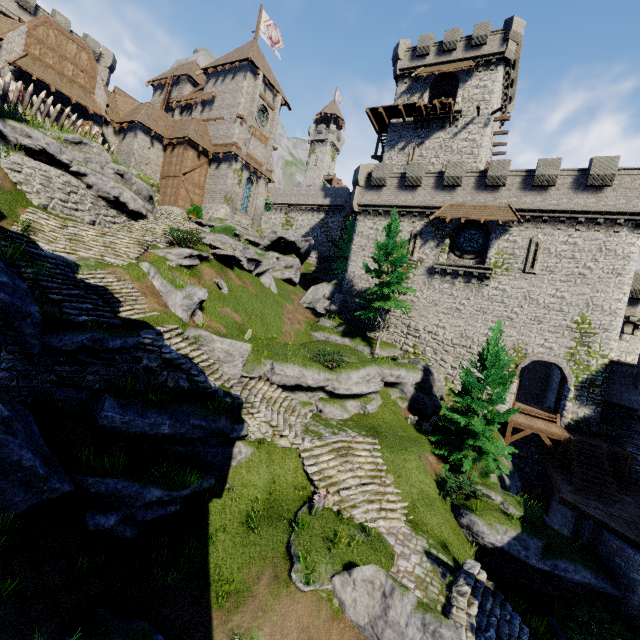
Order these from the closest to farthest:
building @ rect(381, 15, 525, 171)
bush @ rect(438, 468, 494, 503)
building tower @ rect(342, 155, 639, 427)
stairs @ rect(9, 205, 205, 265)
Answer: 1. bush @ rect(438, 468, 494, 503)
2. stairs @ rect(9, 205, 205, 265)
3. building tower @ rect(342, 155, 639, 427)
4. building @ rect(381, 15, 525, 171)

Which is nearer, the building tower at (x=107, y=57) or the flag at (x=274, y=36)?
the building tower at (x=107, y=57)

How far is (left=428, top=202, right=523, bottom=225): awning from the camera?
22.7 meters

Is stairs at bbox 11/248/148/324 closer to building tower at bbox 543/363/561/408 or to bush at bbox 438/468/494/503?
bush at bbox 438/468/494/503

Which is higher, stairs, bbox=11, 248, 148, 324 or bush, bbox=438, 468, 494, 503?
stairs, bbox=11, 248, 148, 324

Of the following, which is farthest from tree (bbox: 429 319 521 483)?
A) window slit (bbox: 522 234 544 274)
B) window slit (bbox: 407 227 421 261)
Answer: window slit (bbox: 407 227 421 261)

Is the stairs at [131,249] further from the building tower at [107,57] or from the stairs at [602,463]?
the building tower at [107,57]

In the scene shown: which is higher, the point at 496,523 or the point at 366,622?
the point at 496,523
